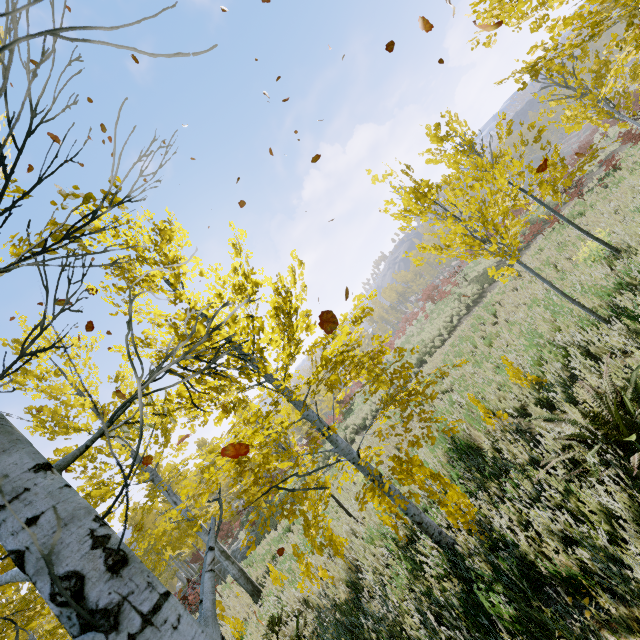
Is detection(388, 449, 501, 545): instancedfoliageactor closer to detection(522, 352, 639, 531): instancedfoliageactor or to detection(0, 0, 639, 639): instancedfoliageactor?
detection(522, 352, 639, 531): instancedfoliageactor

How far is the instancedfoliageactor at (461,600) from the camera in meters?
2.8 m

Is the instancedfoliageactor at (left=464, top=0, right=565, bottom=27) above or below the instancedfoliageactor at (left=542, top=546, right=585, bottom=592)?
above

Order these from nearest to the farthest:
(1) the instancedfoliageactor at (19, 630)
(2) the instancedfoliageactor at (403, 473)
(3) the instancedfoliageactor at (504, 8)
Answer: (1) the instancedfoliageactor at (19, 630), (2) the instancedfoliageactor at (403, 473), (3) the instancedfoliageactor at (504, 8)

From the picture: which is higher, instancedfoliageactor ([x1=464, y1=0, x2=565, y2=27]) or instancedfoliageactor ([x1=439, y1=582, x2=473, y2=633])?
instancedfoliageactor ([x1=464, y1=0, x2=565, y2=27])

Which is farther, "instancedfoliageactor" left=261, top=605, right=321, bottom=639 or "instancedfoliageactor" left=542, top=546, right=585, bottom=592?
"instancedfoliageactor" left=261, top=605, right=321, bottom=639

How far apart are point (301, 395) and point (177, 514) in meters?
34.9 m
